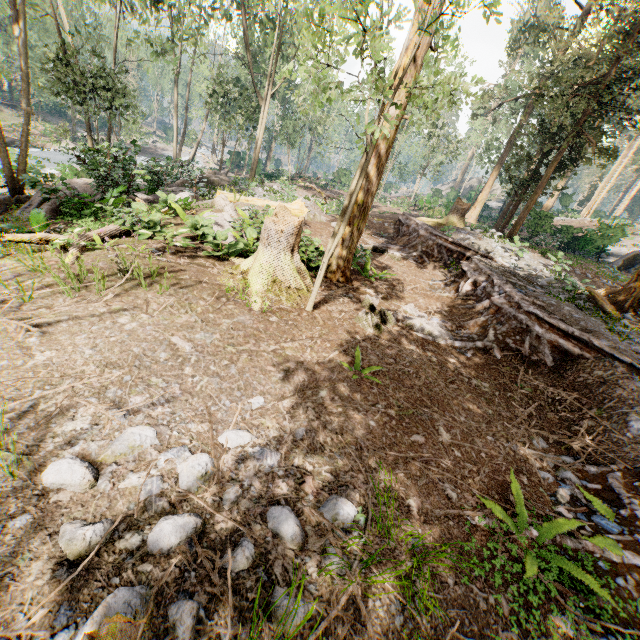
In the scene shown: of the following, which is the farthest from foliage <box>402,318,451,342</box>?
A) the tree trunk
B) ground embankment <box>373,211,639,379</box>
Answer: the tree trunk

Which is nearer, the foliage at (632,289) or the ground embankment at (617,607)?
the ground embankment at (617,607)

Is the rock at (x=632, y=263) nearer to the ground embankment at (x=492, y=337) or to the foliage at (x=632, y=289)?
the foliage at (x=632, y=289)

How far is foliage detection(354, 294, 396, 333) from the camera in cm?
746

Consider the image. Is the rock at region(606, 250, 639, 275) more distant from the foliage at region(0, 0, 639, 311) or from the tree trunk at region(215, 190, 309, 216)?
the tree trunk at region(215, 190, 309, 216)

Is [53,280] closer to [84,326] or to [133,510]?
[84,326]

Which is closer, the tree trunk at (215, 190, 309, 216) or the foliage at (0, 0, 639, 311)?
the foliage at (0, 0, 639, 311)
